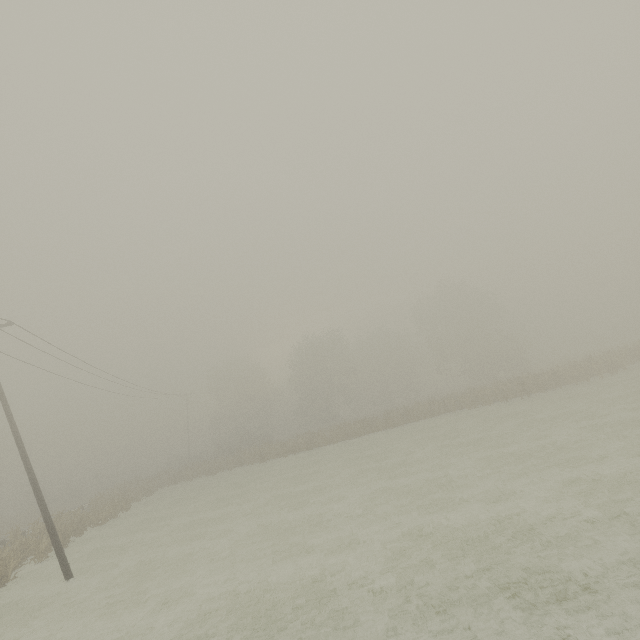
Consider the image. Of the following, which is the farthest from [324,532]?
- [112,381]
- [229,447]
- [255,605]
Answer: [229,447]

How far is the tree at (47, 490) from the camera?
48.8m

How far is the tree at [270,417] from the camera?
56.1 meters

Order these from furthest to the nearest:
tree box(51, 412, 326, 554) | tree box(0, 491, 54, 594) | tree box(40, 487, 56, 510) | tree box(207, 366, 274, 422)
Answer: tree box(207, 366, 274, 422) < tree box(40, 487, 56, 510) < tree box(51, 412, 326, 554) < tree box(0, 491, 54, 594)

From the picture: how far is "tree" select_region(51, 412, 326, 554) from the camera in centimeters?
2444cm

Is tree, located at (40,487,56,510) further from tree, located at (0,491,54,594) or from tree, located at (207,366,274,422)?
tree, located at (0,491,54,594)

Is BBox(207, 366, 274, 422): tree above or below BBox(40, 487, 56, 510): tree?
above

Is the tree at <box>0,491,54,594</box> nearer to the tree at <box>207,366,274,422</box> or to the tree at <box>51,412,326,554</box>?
the tree at <box>51,412,326,554</box>
